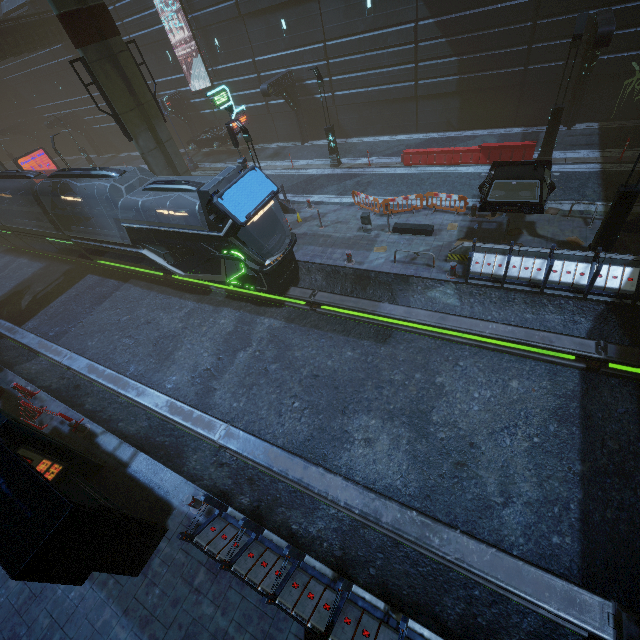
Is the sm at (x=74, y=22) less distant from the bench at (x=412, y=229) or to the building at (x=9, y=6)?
the building at (x=9, y=6)

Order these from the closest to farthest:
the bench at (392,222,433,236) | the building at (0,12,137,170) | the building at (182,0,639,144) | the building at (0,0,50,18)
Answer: the bench at (392,222,433,236), the building at (182,0,639,144), the building at (0,12,137,170), the building at (0,0,50,18)

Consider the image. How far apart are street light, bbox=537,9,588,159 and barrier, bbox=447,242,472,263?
8.25m

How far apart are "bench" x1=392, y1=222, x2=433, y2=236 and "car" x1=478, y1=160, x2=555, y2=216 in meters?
1.9

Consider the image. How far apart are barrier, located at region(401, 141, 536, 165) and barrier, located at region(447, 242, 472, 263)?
8.2 meters

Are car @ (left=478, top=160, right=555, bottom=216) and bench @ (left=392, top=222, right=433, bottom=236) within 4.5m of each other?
yes

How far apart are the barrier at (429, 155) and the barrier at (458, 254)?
8.2 meters

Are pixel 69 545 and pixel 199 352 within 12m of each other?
yes
